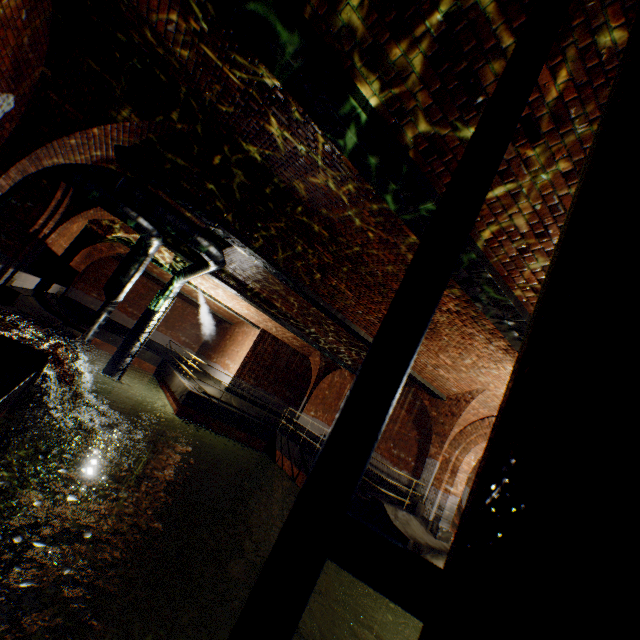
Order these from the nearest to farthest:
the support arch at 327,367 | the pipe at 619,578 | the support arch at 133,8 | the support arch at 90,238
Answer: the pipe at 619,578, the support arch at 133,8, the support arch at 90,238, the support arch at 327,367

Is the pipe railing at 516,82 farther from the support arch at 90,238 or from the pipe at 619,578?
the support arch at 90,238

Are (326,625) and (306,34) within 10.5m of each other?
no

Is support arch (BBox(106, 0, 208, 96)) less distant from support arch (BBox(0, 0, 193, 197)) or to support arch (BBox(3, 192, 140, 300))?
support arch (BBox(0, 0, 193, 197))

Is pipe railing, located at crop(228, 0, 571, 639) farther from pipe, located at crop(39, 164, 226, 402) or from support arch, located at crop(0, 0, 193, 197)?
pipe, located at crop(39, 164, 226, 402)

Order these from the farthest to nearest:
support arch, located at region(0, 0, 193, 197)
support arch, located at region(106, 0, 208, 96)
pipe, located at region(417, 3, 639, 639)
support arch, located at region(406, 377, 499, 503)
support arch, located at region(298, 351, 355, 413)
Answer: support arch, located at region(298, 351, 355, 413), support arch, located at region(406, 377, 499, 503), support arch, located at region(0, 0, 193, 197), support arch, located at region(106, 0, 208, 96), pipe, located at region(417, 3, 639, 639)

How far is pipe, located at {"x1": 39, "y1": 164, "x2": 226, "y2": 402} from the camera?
7.8 meters

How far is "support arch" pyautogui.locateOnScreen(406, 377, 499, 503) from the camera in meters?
10.8
